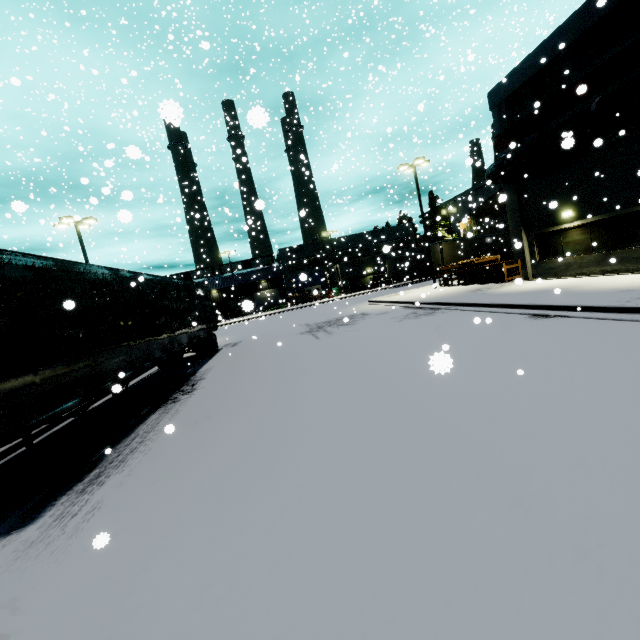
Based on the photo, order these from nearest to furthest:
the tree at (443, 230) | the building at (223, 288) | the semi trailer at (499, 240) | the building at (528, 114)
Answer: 1. the building at (528, 114)
2. the semi trailer at (499, 240)
3. the tree at (443, 230)
4. the building at (223, 288)

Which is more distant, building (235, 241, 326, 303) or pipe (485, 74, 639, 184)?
building (235, 241, 326, 303)

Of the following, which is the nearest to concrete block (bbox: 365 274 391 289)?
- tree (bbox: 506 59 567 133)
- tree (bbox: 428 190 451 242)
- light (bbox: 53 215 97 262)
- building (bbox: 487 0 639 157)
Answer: building (bbox: 487 0 639 157)

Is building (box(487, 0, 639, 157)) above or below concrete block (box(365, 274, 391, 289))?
above

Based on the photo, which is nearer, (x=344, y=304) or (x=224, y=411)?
(x=224, y=411)

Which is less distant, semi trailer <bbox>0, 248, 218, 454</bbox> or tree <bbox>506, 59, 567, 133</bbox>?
semi trailer <bbox>0, 248, 218, 454</bbox>

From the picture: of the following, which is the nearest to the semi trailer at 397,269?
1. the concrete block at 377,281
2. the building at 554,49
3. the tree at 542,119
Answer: the building at 554,49

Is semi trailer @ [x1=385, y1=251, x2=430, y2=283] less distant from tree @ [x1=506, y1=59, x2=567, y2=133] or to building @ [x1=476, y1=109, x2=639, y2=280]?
building @ [x1=476, y1=109, x2=639, y2=280]
